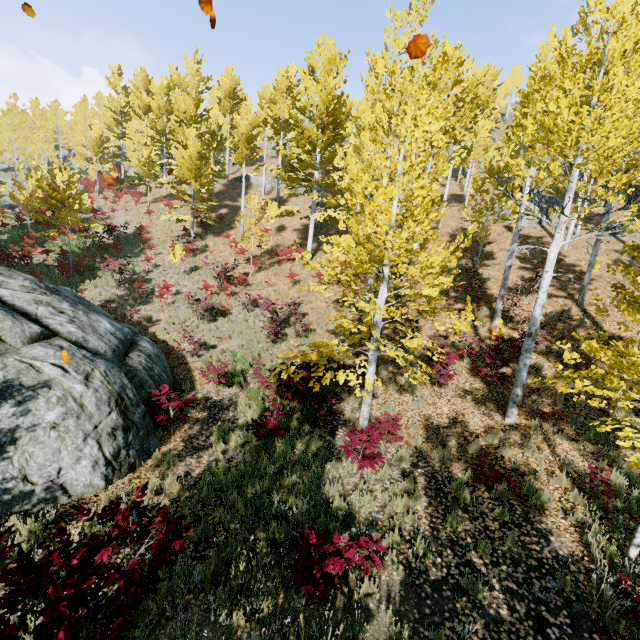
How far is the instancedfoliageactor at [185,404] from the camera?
8.0m

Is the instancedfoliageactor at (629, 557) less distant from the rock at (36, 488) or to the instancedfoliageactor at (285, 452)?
the instancedfoliageactor at (285, 452)

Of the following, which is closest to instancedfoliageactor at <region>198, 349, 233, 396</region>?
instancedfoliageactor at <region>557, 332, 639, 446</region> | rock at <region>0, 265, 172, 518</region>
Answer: instancedfoliageactor at <region>557, 332, 639, 446</region>

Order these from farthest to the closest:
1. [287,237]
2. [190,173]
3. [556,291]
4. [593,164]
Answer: [287,237] → [190,173] → [556,291] → [593,164]

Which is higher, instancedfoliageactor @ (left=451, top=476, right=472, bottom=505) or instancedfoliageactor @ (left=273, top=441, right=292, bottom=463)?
instancedfoliageactor @ (left=451, top=476, right=472, bottom=505)

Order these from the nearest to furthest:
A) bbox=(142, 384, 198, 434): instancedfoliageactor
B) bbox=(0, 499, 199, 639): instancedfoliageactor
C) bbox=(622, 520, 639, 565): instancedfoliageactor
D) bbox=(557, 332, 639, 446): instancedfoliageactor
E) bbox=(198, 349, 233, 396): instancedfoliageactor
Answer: bbox=(0, 499, 199, 639): instancedfoliageactor, bbox=(557, 332, 639, 446): instancedfoliageactor, bbox=(622, 520, 639, 565): instancedfoliageactor, bbox=(142, 384, 198, 434): instancedfoliageactor, bbox=(198, 349, 233, 396): instancedfoliageactor

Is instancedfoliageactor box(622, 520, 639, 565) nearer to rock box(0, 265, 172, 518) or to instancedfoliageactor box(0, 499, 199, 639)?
instancedfoliageactor box(0, 499, 199, 639)

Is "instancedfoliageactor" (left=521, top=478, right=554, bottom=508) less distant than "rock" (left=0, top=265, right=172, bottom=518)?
No
